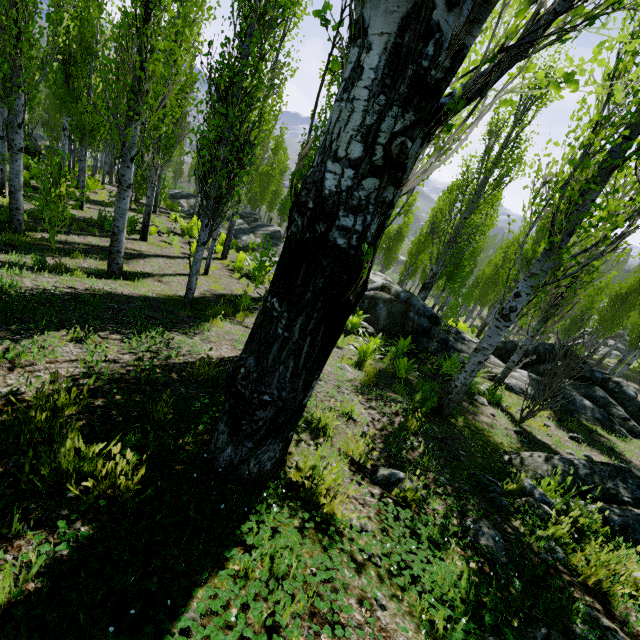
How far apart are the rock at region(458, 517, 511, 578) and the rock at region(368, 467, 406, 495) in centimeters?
32cm

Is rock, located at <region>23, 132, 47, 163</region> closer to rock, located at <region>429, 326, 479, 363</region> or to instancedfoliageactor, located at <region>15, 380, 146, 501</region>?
instancedfoliageactor, located at <region>15, 380, 146, 501</region>

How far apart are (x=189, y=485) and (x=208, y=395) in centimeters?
161cm

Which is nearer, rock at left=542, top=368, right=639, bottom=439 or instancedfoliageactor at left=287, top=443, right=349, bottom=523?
instancedfoliageactor at left=287, top=443, right=349, bottom=523

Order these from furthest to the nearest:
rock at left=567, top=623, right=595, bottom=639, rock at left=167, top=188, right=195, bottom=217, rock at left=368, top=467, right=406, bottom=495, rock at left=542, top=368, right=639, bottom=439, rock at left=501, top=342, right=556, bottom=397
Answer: rock at left=167, top=188, right=195, bottom=217
rock at left=501, top=342, right=556, bottom=397
rock at left=542, top=368, right=639, bottom=439
rock at left=368, top=467, right=406, bottom=495
rock at left=567, top=623, right=595, bottom=639

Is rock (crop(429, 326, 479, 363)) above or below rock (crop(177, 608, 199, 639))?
below

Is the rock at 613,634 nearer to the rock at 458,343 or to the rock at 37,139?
the rock at 458,343

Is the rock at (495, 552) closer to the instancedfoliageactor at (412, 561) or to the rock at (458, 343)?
the instancedfoliageactor at (412, 561)
